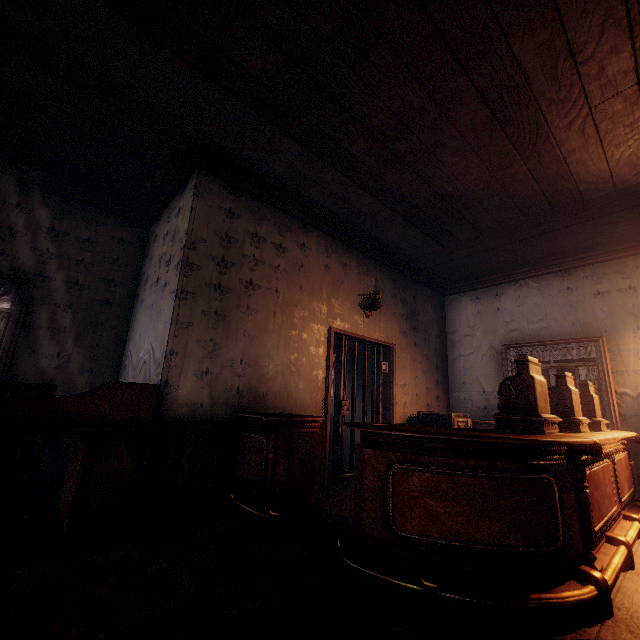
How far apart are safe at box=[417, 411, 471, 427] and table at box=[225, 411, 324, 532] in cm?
276

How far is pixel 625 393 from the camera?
5.0m

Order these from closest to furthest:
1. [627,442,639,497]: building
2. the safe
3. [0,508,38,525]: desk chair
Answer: [0,508,38,525]: desk chair, [627,442,639,497]: building, the safe

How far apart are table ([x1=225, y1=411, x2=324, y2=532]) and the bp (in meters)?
0.96

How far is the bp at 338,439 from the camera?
4.67m

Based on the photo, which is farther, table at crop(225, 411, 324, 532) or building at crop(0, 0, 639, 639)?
table at crop(225, 411, 324, 532)

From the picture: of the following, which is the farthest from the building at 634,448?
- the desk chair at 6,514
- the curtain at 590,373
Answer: the desk chair at 6,514

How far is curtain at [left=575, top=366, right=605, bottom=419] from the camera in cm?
514
